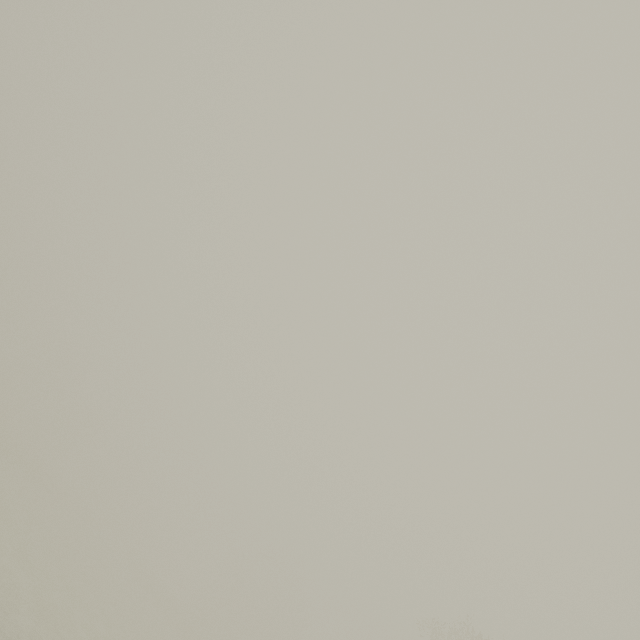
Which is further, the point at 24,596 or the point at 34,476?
the point at 34,476
